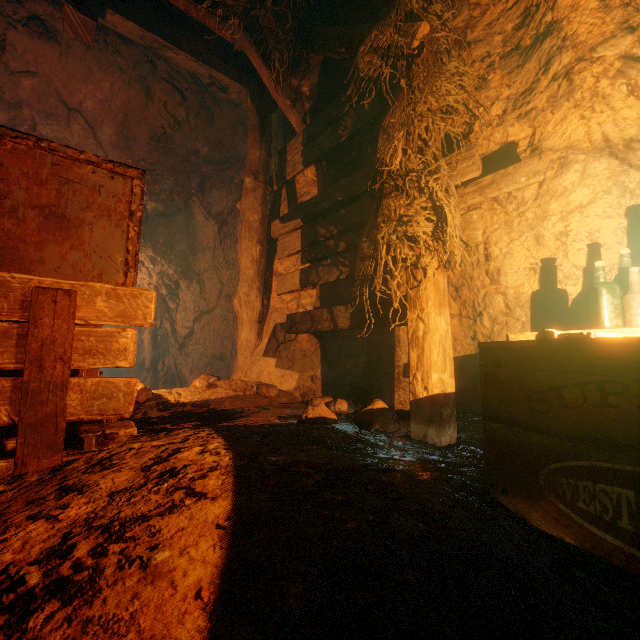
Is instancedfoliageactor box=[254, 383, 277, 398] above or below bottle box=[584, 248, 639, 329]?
below

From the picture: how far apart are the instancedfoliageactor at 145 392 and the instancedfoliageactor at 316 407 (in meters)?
1.95

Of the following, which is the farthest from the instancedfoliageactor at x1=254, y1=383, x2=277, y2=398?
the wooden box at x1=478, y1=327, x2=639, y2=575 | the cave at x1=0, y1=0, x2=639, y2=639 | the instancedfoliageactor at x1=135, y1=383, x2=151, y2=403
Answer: the wooden box at x1=478, y1=327, x2=639, y2=575

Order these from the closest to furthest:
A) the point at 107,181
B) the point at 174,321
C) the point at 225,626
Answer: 1. the point at 225,626
2. the point at 107,181
3. the point at 174,321

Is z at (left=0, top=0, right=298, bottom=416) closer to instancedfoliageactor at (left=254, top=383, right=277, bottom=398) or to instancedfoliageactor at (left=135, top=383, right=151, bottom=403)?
instancedfoliageactor at (left=254, top=383, right=277, bottom=398)

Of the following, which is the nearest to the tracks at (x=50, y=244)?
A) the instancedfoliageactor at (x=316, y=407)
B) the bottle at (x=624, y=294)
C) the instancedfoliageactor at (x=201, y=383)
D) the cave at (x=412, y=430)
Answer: the cave at (x=412, y=430)

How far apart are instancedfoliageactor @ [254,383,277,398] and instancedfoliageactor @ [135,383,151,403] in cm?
103

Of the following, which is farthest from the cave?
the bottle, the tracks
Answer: the bottle
